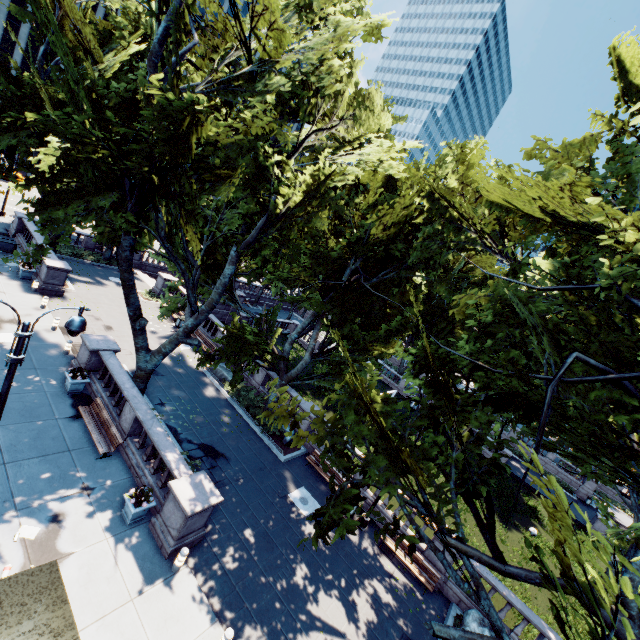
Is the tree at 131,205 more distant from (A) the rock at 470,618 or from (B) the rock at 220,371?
(B) the rock at 220,371

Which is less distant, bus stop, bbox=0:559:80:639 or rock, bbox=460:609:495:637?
bus stop, bbox=0:559:80:639

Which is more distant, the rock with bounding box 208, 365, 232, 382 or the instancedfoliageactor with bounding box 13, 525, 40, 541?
the rock with bounding box 208, 365, 232, 382

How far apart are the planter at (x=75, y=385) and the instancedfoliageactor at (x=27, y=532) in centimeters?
656cm

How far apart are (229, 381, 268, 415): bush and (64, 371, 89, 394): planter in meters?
8.9 m

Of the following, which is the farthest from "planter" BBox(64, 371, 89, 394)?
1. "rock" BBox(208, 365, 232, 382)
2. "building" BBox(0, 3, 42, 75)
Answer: "building" BBox(0, 3, 42, 75)

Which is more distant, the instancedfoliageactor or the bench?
the bench

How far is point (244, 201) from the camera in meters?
14.8
